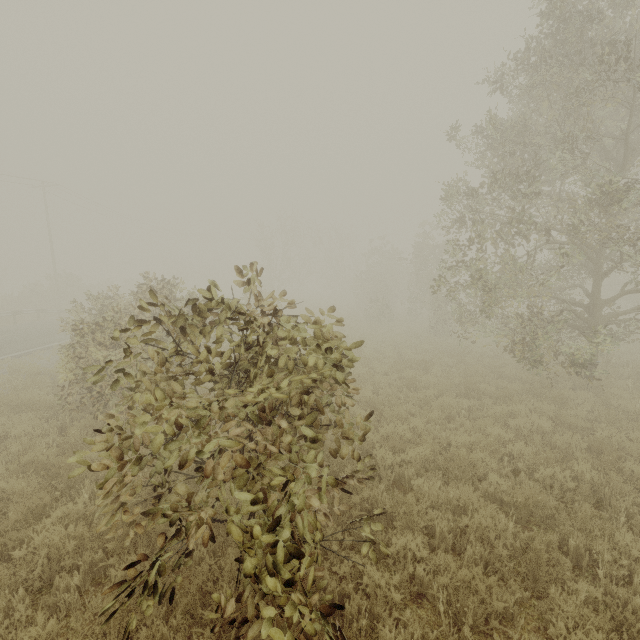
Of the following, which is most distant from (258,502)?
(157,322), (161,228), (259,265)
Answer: (161,228)
